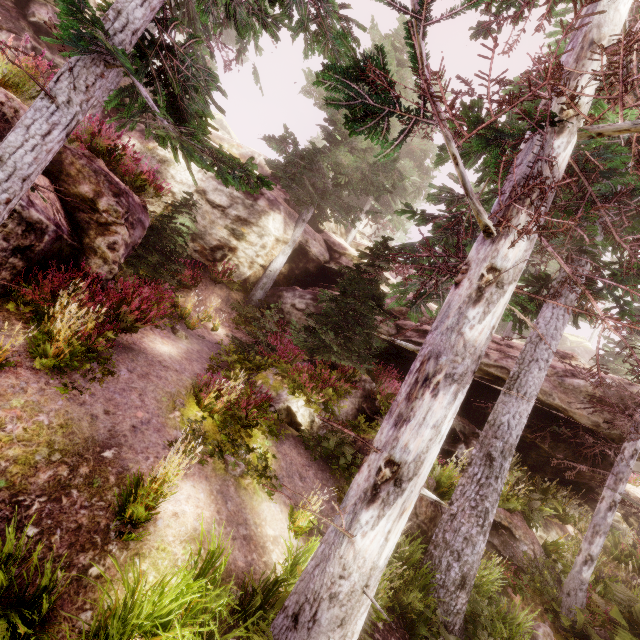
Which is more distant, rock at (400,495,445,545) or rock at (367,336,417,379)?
rock at (367,336,417,379)

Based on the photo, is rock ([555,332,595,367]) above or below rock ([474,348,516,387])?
above

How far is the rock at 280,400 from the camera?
9.2m

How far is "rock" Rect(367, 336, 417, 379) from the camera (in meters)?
13.42

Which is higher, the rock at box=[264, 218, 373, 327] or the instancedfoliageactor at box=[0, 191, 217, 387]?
the rock at box=[264, 218, 373, 327]

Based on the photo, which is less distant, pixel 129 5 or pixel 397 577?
pixel 129 5

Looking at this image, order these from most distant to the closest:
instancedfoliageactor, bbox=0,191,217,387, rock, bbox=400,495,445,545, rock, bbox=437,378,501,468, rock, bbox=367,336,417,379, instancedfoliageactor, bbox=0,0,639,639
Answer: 1. rock, bbox=367,336,417,379
2. rock, bbox=437,378,501,468
3. rock, bbox=400,495,445,545
4. instancedfoliageactor, bbox=0,191,217,387
5. instancedfoliageactor, bbox=0,0,639,639
